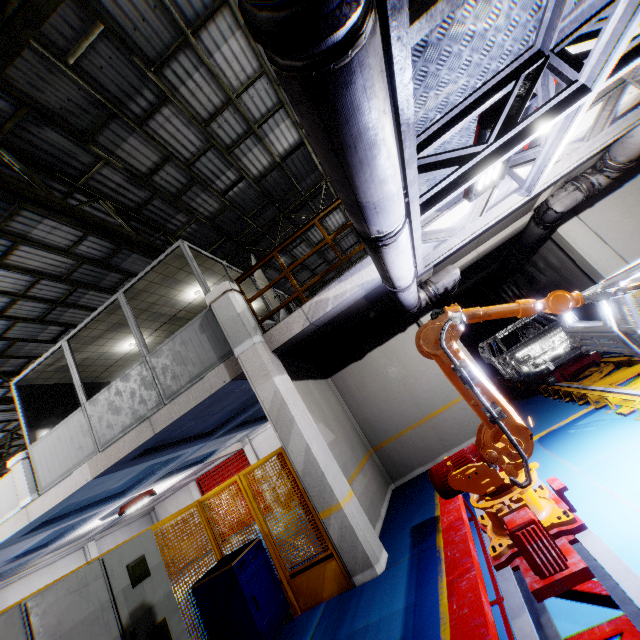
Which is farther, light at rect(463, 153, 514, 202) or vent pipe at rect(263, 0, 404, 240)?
light at rect(463, 153, 514, 202)

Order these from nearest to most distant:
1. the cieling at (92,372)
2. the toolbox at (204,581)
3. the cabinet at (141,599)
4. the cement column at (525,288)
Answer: the cabinet at (141,599) → the toolbox at (204,581) → the cieling at (92,372) → the cement column at (525,288)

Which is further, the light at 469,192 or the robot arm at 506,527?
the light at 469,192

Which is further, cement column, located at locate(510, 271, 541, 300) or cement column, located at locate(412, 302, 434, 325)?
cement column, located at locate(510, 271, 541, 300)

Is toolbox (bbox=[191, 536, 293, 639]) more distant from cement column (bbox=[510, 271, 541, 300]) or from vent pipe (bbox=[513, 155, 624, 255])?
cement column (bbox=[510, 271, 541, 300])

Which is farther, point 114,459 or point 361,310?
point 361,310

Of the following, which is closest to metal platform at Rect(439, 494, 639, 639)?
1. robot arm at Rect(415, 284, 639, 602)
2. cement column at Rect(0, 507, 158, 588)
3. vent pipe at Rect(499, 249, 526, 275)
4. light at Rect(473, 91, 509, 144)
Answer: robot arm at Rect(415, 284, 639, 602)

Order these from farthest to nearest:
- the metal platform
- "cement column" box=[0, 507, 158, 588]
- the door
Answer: the door
"cement column" box=[0, 507, 158, 588]
the metal platform
